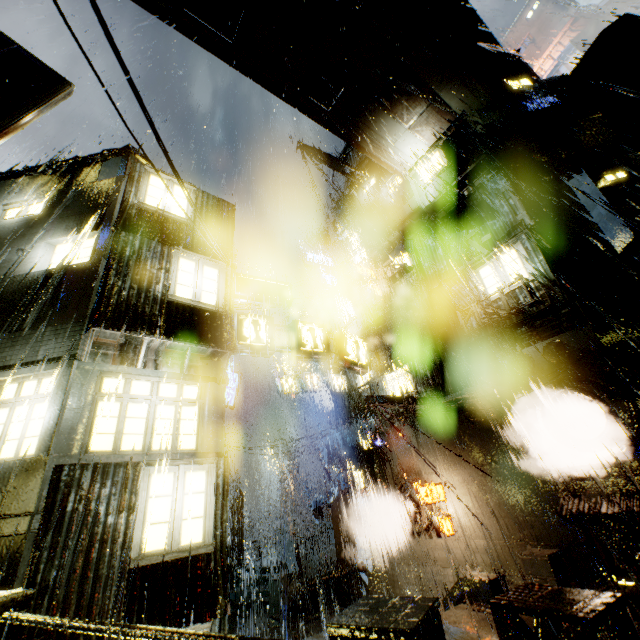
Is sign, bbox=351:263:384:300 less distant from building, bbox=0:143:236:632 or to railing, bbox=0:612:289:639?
building, bbox=0:143:236:632

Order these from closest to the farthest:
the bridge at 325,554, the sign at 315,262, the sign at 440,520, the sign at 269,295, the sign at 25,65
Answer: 1. the sign at 25,65
2. the sign at 269,295
3. the sign at 440,520
4. the bridge at 325,554
5. the sign at 315,262

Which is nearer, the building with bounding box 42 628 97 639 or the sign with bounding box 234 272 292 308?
the building with bounding box 42 628 97 639

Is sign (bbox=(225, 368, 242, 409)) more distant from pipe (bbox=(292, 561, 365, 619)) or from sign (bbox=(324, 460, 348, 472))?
pipe (bbox=(292, 561, 365, 619))

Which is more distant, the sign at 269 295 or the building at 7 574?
the sign at 269 295

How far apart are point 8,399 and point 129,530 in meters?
4.2

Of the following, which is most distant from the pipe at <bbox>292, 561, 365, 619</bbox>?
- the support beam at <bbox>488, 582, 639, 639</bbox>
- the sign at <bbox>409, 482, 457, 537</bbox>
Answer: the support beam at <bbox>488, 582, 639, 639</bbox>

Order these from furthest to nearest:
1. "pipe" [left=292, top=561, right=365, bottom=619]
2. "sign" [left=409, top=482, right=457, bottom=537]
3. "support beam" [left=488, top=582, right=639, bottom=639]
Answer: "pipe" [left=292, top=561, right=365, bottom=619] → "sign" [left=409, top=482, right=457, bottom=537] → "support beam" [left=488, top=582, right=639, bottom=639]
